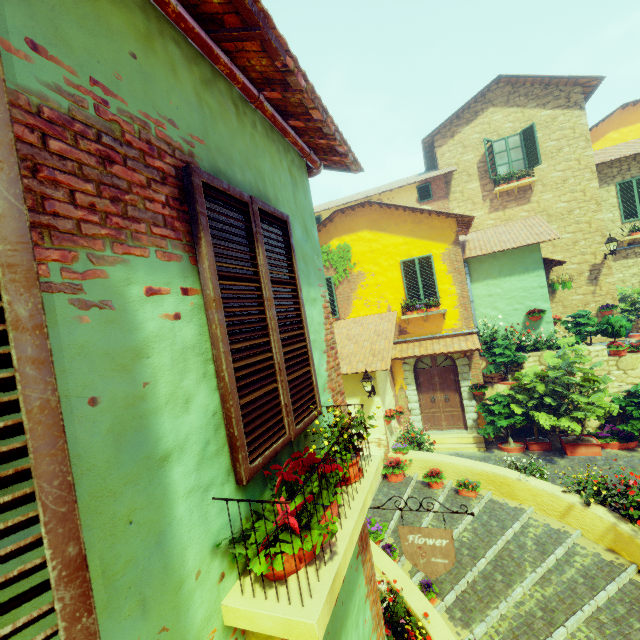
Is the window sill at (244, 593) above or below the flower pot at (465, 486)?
above

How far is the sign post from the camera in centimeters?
305cm

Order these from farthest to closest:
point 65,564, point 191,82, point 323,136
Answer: point 323,136 → point 191,82 → point 65,564

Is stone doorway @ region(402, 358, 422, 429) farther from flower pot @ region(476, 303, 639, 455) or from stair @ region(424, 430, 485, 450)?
stair @ region(424, 430, 485, 450)

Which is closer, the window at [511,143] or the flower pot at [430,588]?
the flower pot at [430,588]

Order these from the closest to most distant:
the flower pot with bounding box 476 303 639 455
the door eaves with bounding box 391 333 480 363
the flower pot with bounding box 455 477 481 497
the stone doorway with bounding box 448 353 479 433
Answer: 1. the flower pot with bounding box 455 477 481 497
2. the flower pot with bounding box 476 303 639 455
3. the door eaves with bounding box 391 333 480 363
4. the stone doorway with bounding box 448 353 479 433

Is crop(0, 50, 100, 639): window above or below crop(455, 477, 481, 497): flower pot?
above

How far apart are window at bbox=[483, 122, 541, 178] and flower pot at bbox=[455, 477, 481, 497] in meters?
11.6
